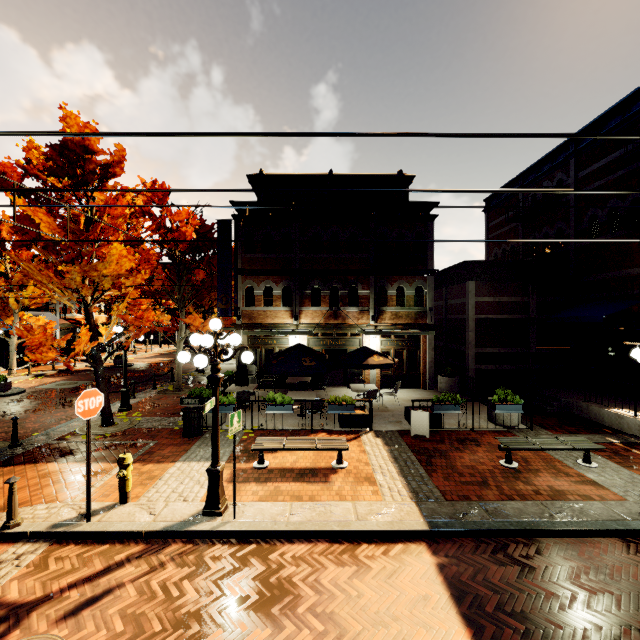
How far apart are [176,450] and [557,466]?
10.1m

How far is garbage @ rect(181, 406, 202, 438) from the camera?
9.84m

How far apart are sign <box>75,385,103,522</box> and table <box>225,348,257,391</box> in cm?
697

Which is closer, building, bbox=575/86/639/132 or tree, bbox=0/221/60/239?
tree, bbox=0/221/60/239

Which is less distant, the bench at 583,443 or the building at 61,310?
the bench at 583,443

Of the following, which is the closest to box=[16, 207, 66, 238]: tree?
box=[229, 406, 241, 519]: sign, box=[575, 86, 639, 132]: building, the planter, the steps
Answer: box=[575, 86, 639, 132]: building

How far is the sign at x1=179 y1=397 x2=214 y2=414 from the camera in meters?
5.7 m

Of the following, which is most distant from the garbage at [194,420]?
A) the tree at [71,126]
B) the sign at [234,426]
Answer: the sign at [234,426]
